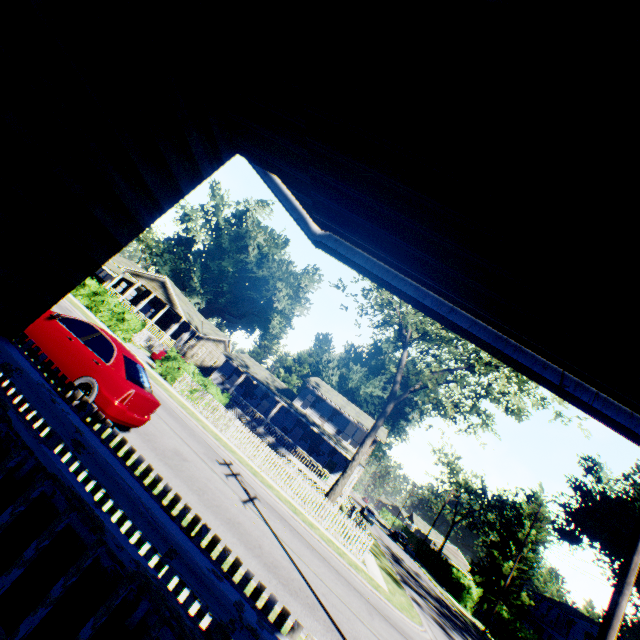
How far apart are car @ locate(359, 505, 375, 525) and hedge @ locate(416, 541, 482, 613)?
11.1m

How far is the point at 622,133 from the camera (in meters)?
1.24

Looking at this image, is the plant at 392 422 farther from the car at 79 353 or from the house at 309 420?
the car at 79 353

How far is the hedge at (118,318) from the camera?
22.9 meters

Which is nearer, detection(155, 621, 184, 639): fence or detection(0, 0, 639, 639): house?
A: detection(0, 0, 639, 639): house

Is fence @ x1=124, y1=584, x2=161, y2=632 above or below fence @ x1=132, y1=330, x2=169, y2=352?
below

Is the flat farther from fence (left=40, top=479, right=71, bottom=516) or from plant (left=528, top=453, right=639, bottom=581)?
fence (left=40, top=479, right=71, bottom=516)

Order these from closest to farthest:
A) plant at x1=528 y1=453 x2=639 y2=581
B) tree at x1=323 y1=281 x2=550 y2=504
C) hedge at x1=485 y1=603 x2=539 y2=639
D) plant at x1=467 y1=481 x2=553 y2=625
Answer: tree at x1=323 y1=281 x2=550 y2=504, hedge at x1=485 y1=603 x2=539 y2=639, plant at x1=467 y1=481 x2=553 y2=625, plant at x1=528 y1=453 x2=639 y2=581
